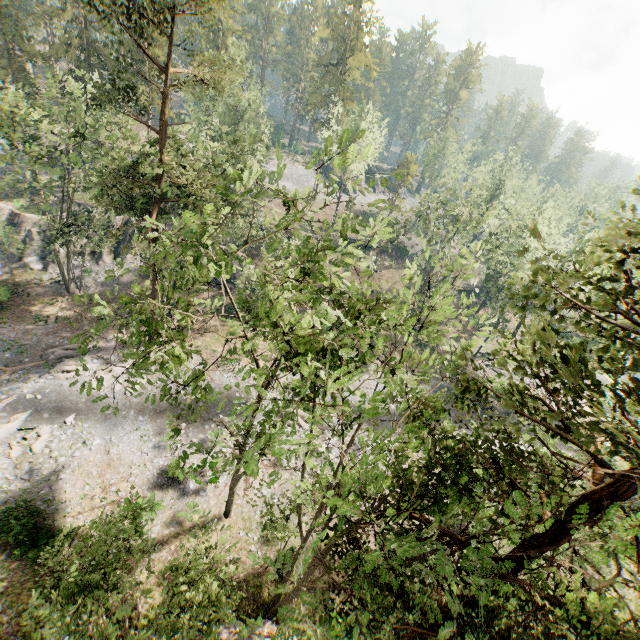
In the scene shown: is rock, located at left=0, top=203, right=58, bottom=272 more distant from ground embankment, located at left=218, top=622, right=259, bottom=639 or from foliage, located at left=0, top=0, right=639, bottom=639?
ground embankment, located at left=218, top=622, right=259, bottom=639

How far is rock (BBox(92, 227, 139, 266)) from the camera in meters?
36.8

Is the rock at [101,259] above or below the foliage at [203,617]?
below

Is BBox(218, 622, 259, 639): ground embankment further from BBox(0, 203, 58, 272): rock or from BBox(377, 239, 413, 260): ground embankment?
BBox(377, 239, 413, 260): ground embankment

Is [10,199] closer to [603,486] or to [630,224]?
[630,224]

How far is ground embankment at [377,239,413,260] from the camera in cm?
5612

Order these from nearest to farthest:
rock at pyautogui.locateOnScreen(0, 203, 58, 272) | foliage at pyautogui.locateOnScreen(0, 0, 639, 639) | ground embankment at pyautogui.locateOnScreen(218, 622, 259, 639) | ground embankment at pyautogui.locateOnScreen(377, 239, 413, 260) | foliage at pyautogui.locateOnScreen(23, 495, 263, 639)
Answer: foliage at pyautogui.locateOnScreen(0, 0, 639, 639)
foliage at pyautogui.locateOnScreen(23, 495, 263, 639)
ground embankment at pyautogui.locateOnScreen(218, 622, 259, 639)
rock at pyautogui.locateOnScreen(0, 203, 58, 272)
ground embankment at pyautogui.locateOnScreen(377, 239, 413, 260)

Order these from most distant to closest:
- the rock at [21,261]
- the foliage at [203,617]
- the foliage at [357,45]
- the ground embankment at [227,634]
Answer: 1. the rock at [21,261]
2. the ground embankment at [227,634]
3. the foliage at [203,617]
4. the foliage at [357,45]
